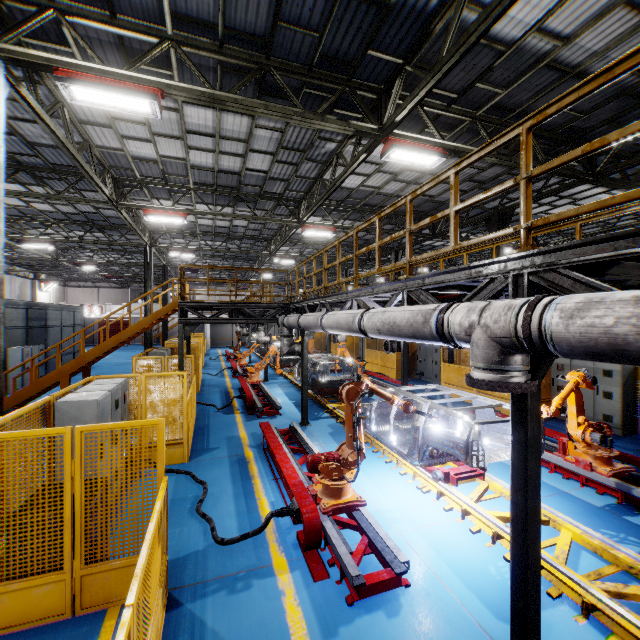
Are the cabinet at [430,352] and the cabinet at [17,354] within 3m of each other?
no

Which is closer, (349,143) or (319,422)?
(349,143)

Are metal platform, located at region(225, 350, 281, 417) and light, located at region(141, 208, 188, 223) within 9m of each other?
yes

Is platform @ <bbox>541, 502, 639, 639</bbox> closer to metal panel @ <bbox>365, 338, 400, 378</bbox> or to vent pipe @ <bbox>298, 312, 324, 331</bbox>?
vent pipe @ <bbox>298, 312, 324, 331</bbox>

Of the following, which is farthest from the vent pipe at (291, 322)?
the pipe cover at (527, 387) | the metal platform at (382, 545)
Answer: the metal platform at (382, 545)

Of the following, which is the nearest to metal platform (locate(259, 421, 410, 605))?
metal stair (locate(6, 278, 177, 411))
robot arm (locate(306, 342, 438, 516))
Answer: robot arm (locate(306, 342, 438, 516))

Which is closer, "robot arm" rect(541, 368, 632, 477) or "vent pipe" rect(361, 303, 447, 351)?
"vent pipe" rect(361, 303, 447, 351)

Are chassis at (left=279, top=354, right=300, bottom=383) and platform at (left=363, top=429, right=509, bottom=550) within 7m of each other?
yes
